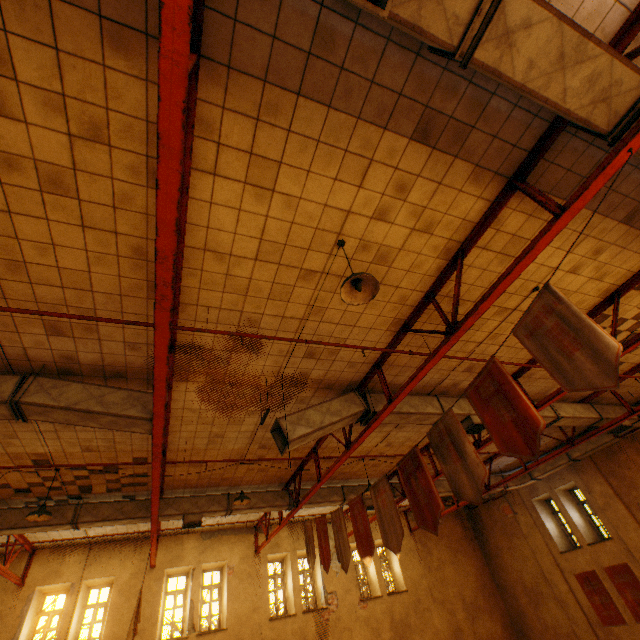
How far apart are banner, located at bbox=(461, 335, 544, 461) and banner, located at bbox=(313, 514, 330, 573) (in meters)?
5.60

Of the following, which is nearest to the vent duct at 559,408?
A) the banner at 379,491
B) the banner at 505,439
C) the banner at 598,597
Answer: the banner at 379,491

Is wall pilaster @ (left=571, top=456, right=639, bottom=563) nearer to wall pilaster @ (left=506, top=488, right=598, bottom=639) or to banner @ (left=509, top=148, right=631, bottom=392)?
wall pilaster @ (left=506, top=488, right=598, bottom=639)

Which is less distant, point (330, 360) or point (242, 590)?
point (330, 360)

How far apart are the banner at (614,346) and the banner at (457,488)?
1.4 meters

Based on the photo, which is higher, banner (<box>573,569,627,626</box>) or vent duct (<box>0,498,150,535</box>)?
vent duct (<box>0,498,150,535</box>)

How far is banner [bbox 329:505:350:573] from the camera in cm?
688

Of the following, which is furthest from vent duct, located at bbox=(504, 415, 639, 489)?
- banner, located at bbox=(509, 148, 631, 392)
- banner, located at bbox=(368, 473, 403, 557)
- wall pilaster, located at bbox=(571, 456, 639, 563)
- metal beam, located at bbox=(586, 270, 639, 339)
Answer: banner, located at bbox=(368, 473, 403, 557)
